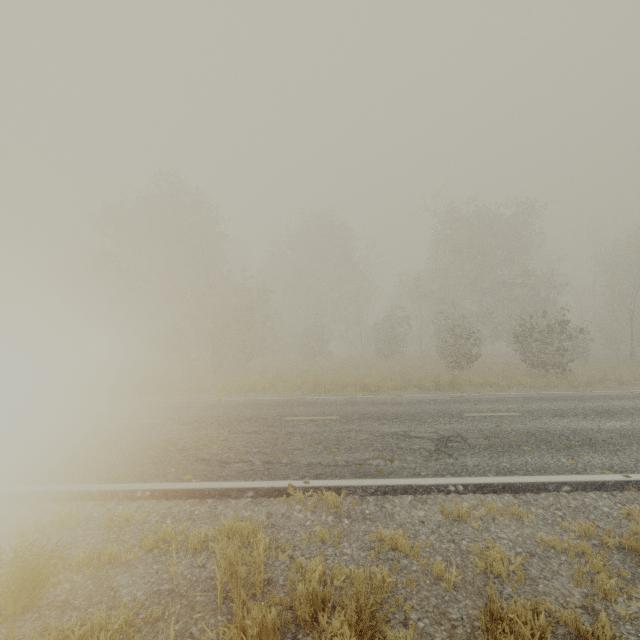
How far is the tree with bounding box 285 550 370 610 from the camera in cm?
294

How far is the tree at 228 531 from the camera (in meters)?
3.23

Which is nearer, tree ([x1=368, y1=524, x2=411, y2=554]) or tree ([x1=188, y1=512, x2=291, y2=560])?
tree ([x1=188, y1=512, x2=291, y2=560])

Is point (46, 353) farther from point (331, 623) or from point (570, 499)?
point (570, 499)

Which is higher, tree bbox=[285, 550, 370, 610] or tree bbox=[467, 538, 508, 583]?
tree bbox=[285, 550, 370, 610]
